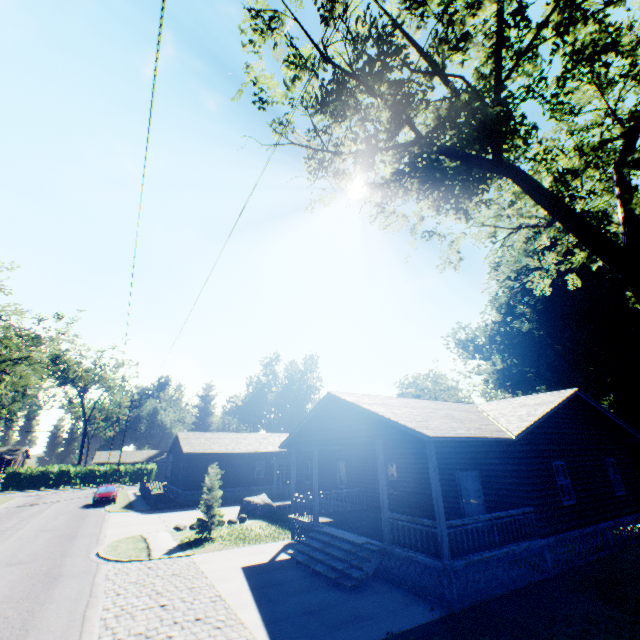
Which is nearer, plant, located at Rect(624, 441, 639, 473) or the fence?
plant, located at Rect(624, 441, 639, 473)

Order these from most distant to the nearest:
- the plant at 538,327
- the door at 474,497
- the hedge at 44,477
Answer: the hedge at 44,477 → the plant at 538,327 → the door at 474,497

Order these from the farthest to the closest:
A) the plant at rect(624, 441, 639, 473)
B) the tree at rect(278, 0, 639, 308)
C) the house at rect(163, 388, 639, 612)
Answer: the plant at rect(624, 441, 639, 473), the house at rect(163, 388, 639, 612), the tree at rect(278, 0, 639, 308)

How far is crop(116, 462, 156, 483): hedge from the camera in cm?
5422

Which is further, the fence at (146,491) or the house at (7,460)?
the house at (7,460)

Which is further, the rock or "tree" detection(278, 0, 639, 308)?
the rock

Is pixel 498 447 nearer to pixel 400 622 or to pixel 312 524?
pixel 400 622

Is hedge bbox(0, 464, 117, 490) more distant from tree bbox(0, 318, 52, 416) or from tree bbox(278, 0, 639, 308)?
tree bbox(278, 0, 639, 308)
